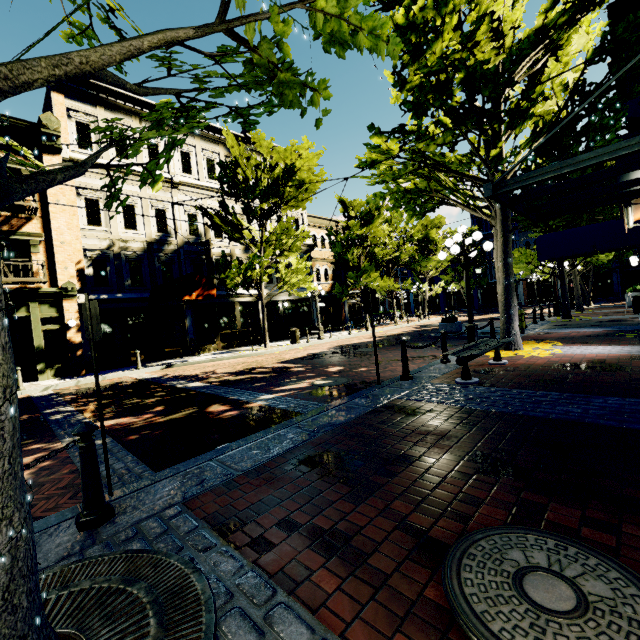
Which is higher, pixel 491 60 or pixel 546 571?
pixel 491 60

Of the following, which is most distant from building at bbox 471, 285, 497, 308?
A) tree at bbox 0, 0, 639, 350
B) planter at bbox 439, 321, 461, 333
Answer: planter at bbox 439, 321, 461, 333

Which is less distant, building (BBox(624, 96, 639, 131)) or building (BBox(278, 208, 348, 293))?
building (BBox(624, 96, 639, 131))

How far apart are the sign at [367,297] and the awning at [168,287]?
10.8m

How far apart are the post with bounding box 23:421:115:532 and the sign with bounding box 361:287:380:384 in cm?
486

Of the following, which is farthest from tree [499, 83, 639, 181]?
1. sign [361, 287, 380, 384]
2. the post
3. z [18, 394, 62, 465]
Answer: sign [361, 287, 380, 384]

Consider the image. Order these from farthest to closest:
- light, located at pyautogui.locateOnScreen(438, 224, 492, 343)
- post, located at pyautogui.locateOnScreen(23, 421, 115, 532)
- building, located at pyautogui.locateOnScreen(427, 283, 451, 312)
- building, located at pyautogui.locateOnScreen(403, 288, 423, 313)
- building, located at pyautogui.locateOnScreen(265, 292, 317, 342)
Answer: building, located at pyautogui.locateOnScreen(403, 288, 423, 313) < building, located at pyautogui.locateOnScreen(427, 283, 451, 312) < building, located at pyautogui.locateOnScreen(265, 292, 317, 342) < light, located at pyautogui.locateOnScreen(438, 224, 492, 343) < post, located at pyautogui.locateOnScreen(23, 421, 115, 532)

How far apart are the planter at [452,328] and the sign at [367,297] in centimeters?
991cm
